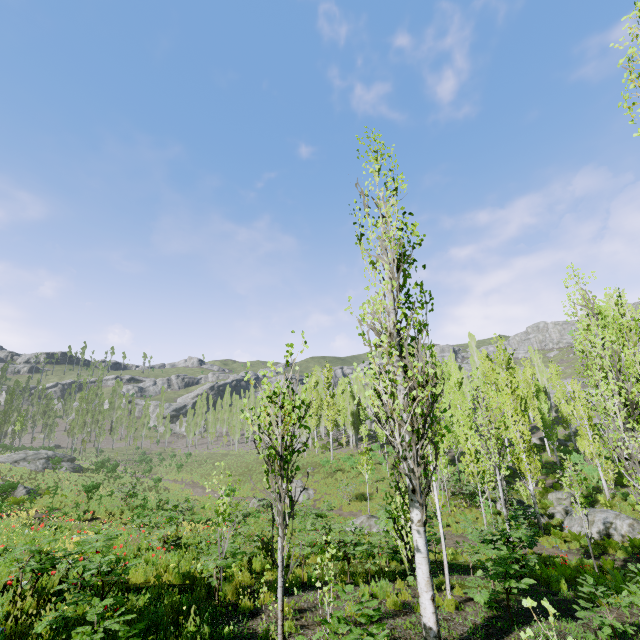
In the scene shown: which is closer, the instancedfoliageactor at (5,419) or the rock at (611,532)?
the rock at (611,532)

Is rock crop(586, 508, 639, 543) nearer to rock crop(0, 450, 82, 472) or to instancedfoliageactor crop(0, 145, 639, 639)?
instancedfoliageactor crop(0, 145, 639, 639)

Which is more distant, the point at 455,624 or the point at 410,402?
the point at 455,624

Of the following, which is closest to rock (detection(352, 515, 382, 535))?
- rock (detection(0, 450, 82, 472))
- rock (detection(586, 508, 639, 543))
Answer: rock (detection(586, 508, 639, 543))

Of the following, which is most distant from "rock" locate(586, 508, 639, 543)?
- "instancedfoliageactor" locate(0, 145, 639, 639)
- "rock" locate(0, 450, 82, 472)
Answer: "rock" locate(0, 450, 82, 472)

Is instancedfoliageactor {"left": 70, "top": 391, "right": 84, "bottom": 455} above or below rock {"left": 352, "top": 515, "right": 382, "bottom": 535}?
above

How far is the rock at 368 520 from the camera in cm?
1819

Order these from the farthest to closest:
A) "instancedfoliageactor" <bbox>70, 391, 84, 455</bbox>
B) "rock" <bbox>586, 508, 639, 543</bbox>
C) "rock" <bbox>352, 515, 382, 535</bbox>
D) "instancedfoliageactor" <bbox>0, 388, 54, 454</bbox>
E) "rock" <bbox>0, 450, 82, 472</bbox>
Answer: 1. "instancedfoliageactor" <bbox>70, 391, 84, 455</bbox>
2. "instancedfoliageactor" <bbox>0, 388, 54, 454</bbox>
3. "rock" <bbox>0, 450, 82, 472</bbox>
4. "rock" <bbox>352, 515, 382, 535</bbox>
5. "rock" <bbox>586, 508, 639, 543</bbox>
